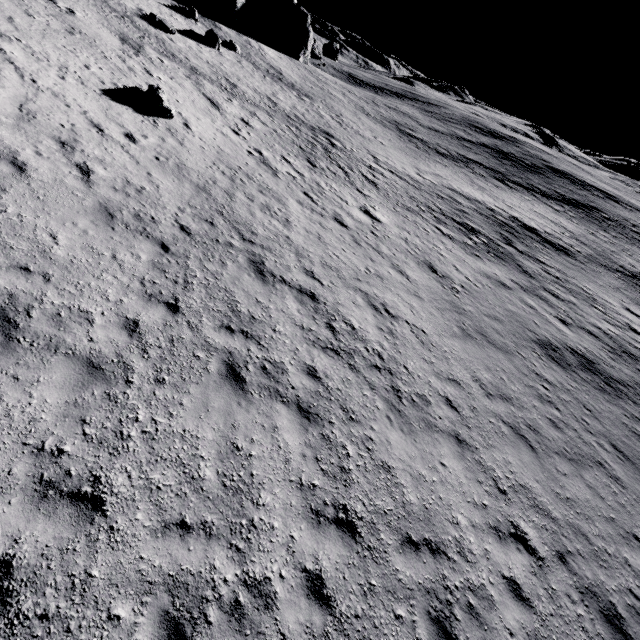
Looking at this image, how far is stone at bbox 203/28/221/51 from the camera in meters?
28.5 m

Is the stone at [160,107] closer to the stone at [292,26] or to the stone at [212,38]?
the stone at [212,38]

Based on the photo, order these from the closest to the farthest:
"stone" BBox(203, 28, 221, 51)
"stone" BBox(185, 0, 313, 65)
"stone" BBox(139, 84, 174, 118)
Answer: "stone" BBox(139, 84, 174, 118)
"stone" BBox(203, 28, 221, 51)
"stone" BBox(185, 0, 313, 65)

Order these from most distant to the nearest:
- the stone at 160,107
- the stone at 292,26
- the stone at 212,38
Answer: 1. the stone at 292,26
2. the stone at 212,38
3. the stone at 160,107

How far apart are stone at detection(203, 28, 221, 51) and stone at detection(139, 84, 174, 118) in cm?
2001

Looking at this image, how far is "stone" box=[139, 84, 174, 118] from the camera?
14.2m

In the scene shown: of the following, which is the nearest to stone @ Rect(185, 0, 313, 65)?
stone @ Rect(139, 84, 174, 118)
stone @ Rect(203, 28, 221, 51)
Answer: stone @ Rect(203, 28, 221, 51)

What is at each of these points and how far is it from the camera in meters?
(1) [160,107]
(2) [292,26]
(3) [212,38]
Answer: (1) stone, 14.2 m
(2) stone, 45.8 m
(3) stone, 28.8 m
